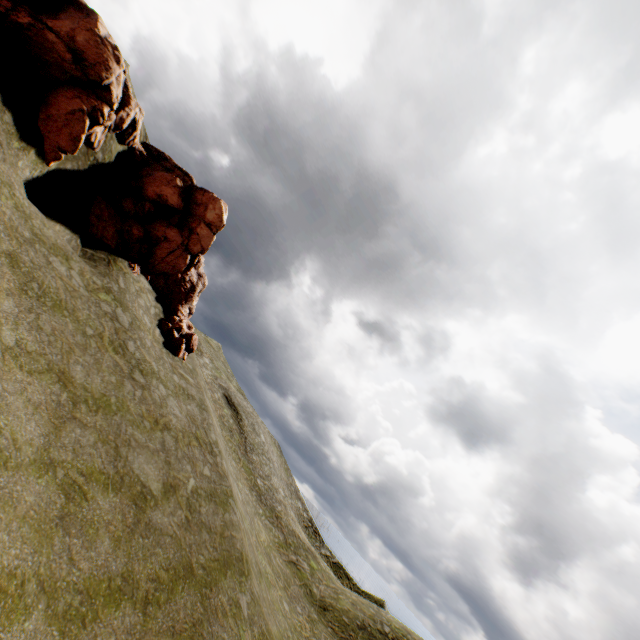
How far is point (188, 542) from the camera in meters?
13.3
